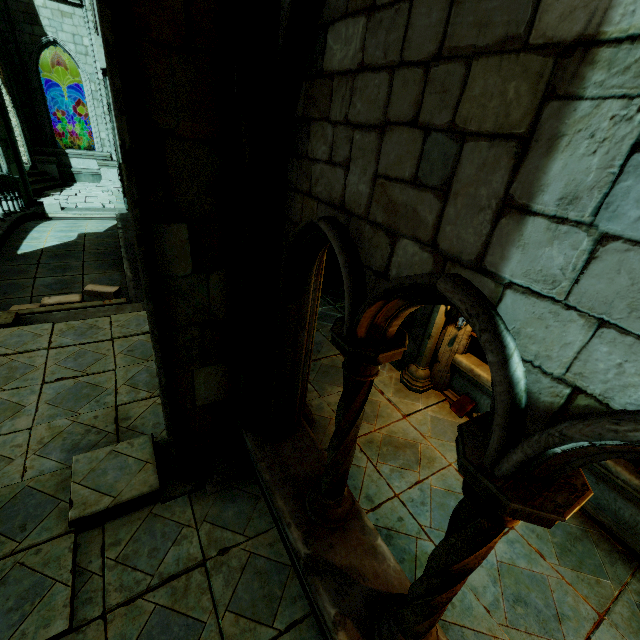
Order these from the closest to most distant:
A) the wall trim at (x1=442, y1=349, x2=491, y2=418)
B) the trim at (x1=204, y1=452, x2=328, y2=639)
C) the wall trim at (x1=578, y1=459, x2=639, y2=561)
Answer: the trim at (x1=204, y1=452, x2=328, y2=639) < the wall trim at (x1=578, y1=459, x2=639, y2=561) < the wall trim at (x1=442, y1=349, x2=491, y2=418)

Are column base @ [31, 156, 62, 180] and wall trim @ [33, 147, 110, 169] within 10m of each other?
yes

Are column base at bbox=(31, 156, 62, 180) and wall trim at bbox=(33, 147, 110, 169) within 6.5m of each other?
yes

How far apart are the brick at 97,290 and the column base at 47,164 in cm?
1270

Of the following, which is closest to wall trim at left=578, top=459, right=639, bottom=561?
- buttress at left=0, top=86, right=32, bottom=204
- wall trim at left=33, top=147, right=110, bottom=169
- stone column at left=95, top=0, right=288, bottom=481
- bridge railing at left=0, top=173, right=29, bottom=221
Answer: stone column at left=95, top=0, right=288, bottom=481

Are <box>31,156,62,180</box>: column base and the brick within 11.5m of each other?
no

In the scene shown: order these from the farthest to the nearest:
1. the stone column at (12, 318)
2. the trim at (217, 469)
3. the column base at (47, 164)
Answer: the column base at (47, 164) → the stone column at (12, 318) → the trim at (217, 469)

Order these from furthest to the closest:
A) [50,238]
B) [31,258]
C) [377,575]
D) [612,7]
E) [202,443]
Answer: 1. [50,238]
2. [31,258]
3. [202,443]
4. [377,575]
5. [612,7]
